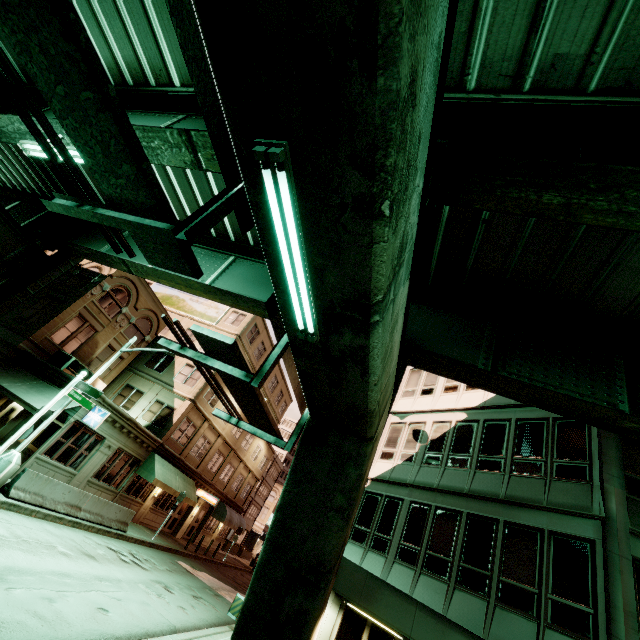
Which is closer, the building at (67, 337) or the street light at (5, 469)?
the street light at (5, 469)

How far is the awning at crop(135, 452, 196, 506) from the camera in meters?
20.9

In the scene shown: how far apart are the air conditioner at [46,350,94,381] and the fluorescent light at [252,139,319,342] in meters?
21.3 m

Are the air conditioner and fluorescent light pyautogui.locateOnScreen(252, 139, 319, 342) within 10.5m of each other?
no

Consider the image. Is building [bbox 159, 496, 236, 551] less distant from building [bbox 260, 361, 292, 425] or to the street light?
building [bbox 260, 361, 292, 425]

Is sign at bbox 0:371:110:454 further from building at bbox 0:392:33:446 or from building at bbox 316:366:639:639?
building at bbox 316:366:639:639

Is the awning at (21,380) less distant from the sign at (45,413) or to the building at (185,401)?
the building at (185,401)

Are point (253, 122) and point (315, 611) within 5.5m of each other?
no
